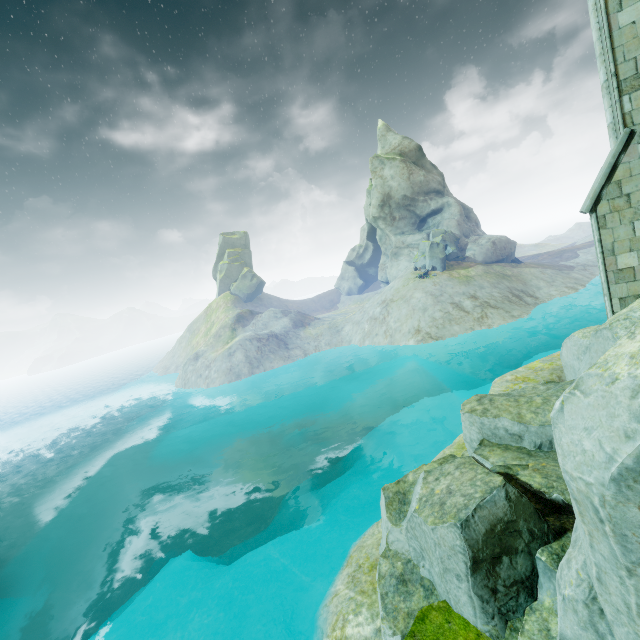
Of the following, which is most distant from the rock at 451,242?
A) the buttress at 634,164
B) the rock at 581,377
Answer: the buttress at 634,164

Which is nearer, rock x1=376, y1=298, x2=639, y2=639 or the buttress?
rock x1=376, y1=298, x2=639, y2=639

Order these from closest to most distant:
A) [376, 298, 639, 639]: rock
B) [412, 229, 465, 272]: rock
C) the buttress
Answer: [376, 298, 639, 639]: rock
the buttress
[412, 229, 465, 272]: rock

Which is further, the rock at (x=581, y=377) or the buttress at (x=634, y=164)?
the buttress at (x=634, y=164)

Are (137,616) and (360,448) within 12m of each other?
no

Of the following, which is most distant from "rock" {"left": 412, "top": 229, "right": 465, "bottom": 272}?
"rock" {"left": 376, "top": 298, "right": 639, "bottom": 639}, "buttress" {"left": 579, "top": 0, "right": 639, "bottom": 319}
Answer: "buttress" {"left": 579, "top": 0, "right": 639, "bottom": 319}

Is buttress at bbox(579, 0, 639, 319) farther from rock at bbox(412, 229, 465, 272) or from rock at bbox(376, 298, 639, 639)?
rock at bbox(412, 229, 465, 272)
